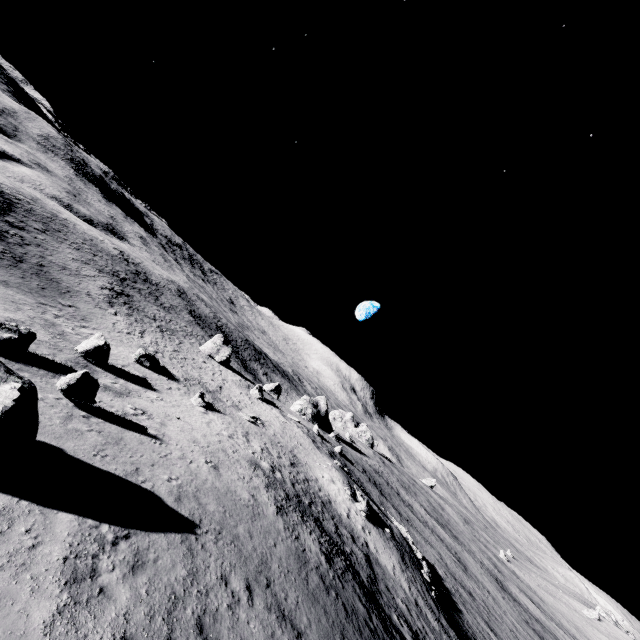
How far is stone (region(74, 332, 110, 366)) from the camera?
24.2m

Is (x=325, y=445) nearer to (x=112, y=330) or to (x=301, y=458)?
(x=301, y=458)

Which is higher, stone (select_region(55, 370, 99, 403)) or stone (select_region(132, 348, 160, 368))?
stone (select_region(55, 370, 99, 403))

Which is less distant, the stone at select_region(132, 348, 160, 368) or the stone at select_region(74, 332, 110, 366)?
the stone at select_region(74, 332, 110, 366)

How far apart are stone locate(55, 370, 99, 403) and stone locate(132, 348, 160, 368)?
17.3m

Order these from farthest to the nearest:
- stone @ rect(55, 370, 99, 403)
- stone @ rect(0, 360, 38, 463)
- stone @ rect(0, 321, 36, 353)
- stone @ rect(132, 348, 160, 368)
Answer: stone @ rect(132, 348, 160, 368) → stone @ rect(0, 321, 36, 353) → stone @ rect(55, 370, 99, 403) → stone @ rect(0, 360, 38, 463)

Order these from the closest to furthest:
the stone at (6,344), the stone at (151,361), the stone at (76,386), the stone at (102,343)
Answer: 1. the stone at (76,386)
2. the stone at (6,344)
3. the stone at (102,343)
4. the stone at (151,361)

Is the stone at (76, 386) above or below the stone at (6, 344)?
above
